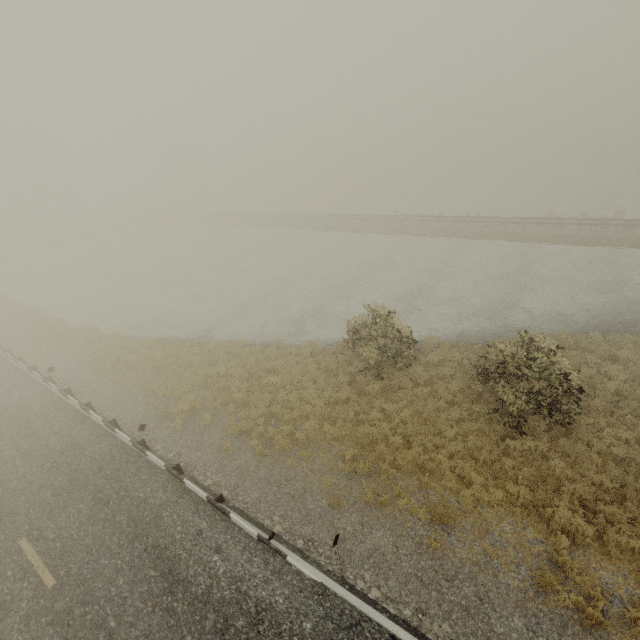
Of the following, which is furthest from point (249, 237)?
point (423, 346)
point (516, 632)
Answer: point (516, 632)
